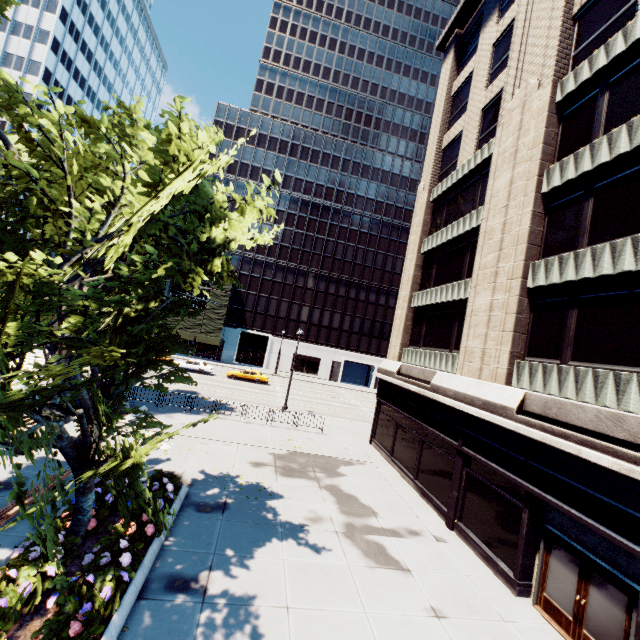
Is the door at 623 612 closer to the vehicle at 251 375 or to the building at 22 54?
the vehicle at 251 375

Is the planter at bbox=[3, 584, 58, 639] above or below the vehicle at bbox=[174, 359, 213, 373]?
below

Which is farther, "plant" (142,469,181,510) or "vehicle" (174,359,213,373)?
"vehicle" (174,359,213,373)

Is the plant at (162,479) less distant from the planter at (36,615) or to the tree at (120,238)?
the planter at (36,615)

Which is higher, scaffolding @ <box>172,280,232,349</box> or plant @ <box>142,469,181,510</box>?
scaffolding @ <box>172,280,232,349</box>

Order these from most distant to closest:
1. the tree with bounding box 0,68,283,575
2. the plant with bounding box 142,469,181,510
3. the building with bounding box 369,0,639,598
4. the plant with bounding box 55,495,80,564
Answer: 1. the plant with bounding box 142,469,181,510
2. the building with bounding box 369,0,639,598
3. the plant with bounding box 55,495,80,564
4. the tree with bounding box 0,68,283,575

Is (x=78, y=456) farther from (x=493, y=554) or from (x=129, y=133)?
(x=493, y=554)

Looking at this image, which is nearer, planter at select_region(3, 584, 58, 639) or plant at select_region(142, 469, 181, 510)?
planter at select_region(3, 584, 58, 639)
